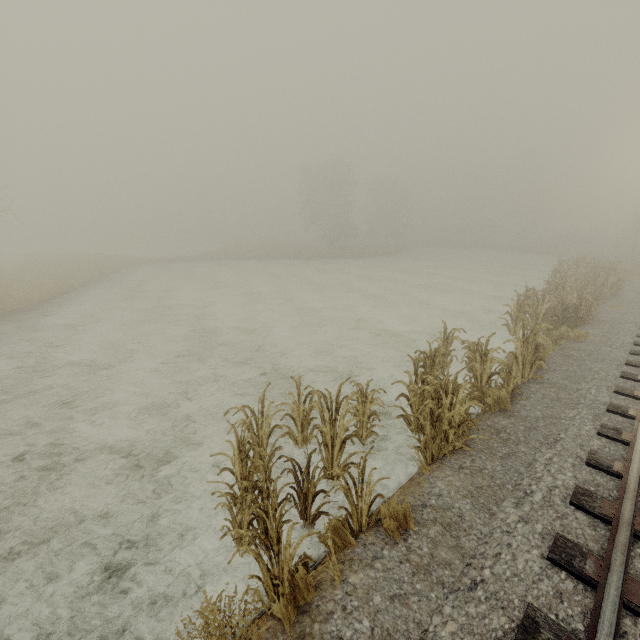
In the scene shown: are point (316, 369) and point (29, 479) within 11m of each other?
yes

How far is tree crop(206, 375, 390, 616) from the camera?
3.01m

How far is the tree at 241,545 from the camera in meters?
3.0

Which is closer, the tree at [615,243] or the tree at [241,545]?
the tree at [241,545]

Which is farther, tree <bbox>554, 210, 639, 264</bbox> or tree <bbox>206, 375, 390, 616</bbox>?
tree <bbox>554, 210, 639, 264</bbox>
